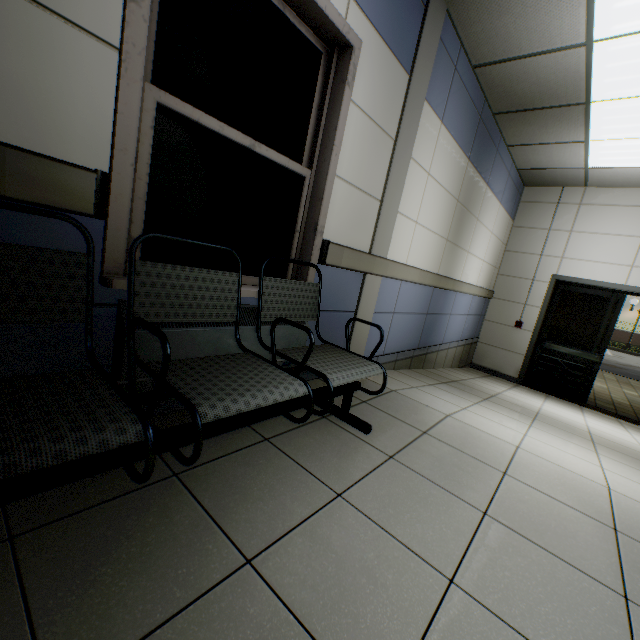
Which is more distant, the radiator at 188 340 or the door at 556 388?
the door at 556 388

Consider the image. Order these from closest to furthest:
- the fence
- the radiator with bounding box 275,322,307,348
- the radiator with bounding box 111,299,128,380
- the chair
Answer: the chair
the radiator with bounding box 111,299,128,380
the radiator with bounding box 275,322,307,348
the fence

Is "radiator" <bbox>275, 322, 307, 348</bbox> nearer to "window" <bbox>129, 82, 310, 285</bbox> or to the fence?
"window" <bbox>129, 82, 310, 285</bbox>

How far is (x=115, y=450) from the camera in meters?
1.0

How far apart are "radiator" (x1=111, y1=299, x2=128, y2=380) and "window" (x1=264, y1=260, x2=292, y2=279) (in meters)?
0.21

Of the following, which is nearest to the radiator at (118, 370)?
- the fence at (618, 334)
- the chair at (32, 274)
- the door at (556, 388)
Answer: the chair at (32, 274)

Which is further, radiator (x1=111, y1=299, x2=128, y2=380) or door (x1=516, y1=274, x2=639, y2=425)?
door (x1=516, y1=274, x2=639, y2=425)

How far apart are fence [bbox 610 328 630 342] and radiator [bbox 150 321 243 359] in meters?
37.1 m
